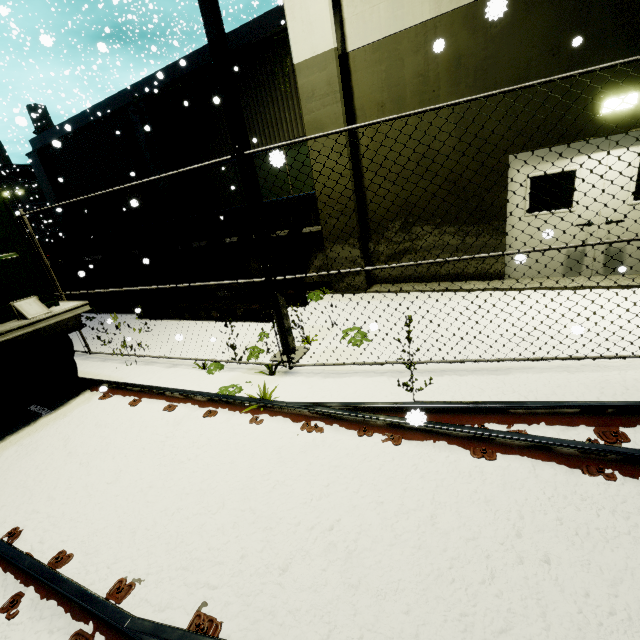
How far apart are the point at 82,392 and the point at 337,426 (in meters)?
4.40

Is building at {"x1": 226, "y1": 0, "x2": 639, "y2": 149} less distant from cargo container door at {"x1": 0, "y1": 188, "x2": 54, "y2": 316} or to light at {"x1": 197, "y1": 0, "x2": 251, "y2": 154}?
cargo container door at {"x1": 0, "y1": 188, "x2": 54, "y2": 316}

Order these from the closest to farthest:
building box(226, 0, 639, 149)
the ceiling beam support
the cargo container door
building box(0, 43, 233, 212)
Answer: the cargo container door → building box(226, 0, 639, 149) → the ceiling beam support → building box(0, 43, 233, 212)

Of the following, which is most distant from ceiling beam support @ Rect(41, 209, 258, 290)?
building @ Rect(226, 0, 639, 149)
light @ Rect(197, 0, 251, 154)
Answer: light @ Rect(197, 0, 251, 154)

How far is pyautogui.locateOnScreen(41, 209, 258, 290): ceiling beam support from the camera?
8.7 meters

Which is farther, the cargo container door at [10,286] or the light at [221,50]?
the cargo container door at [10,286]

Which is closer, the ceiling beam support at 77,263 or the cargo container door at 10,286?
the cargo container door at 10,286

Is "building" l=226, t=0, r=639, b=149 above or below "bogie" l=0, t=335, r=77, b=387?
above
